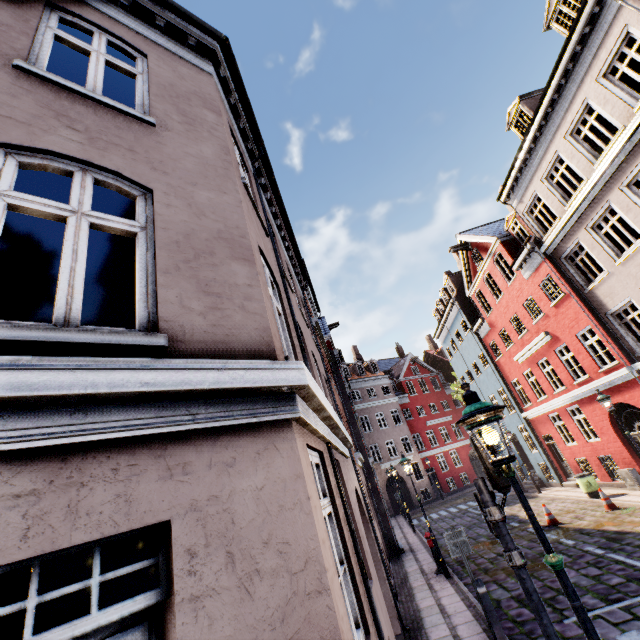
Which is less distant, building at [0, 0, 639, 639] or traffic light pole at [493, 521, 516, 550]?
building at [0, 0, 639, 639]

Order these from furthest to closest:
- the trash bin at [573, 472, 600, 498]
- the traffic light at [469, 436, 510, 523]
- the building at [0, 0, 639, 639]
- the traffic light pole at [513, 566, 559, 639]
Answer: the trash bin at [573, 472, 600, 498], the traffic light at [469, 436, 510, 523], the traffic light pole at [513, 566, 559, 639], the building at [0, 0, 639, 639]

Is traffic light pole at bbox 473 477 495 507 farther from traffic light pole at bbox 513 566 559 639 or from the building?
the building

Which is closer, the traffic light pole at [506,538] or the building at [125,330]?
the building at [125,330]

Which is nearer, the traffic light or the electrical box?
the traffic light

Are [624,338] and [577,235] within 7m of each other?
yes

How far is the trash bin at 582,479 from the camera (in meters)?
14.34

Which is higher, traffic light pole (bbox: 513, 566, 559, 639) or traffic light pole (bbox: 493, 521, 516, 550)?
traffic light pole (bbox: 493, 521, 516, 550)
